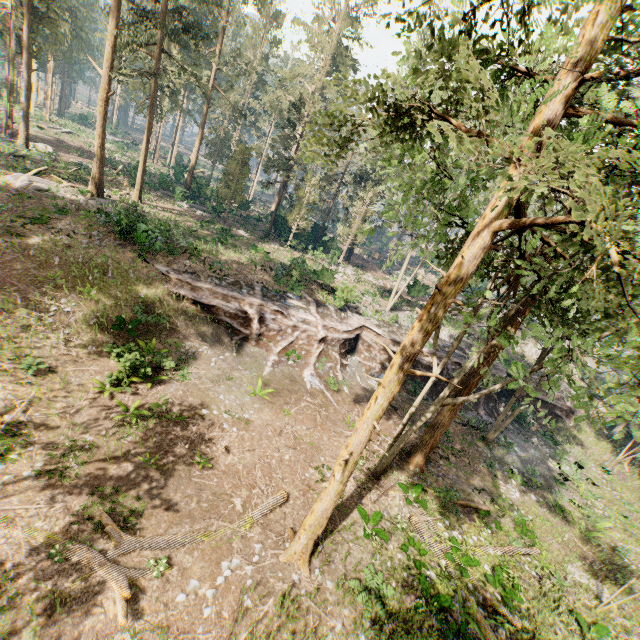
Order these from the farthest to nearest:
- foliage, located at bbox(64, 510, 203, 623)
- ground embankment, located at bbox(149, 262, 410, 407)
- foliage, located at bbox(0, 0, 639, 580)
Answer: ground embankment, located at bbox(149, 262, 410, 407), foliage, located at bbox(64, 510, 203, 623), foliage, located at bbox(0, 0, 639, 580)

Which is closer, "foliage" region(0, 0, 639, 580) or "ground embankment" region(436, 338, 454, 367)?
"foliage" region(0, 0, 639, 580)

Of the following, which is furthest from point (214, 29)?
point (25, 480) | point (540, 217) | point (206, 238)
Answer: point (25, 480)

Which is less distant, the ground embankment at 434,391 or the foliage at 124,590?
the foliage at 124,590

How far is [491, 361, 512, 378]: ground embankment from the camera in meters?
30.0 m

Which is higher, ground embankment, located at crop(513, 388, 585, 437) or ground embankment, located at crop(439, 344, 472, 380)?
ground embankment, located at crop(439, 344, 472, 380)
